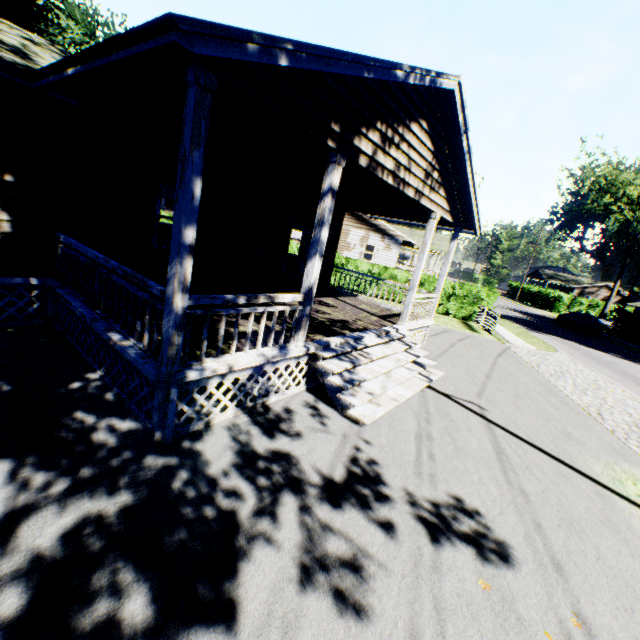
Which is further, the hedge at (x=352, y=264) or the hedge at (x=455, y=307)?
the hedge at (x=352, y=264)

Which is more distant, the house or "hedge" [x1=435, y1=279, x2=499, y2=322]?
"hedge" [x1=435, y1=279, x2=499, y2=322]

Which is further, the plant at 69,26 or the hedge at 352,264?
the hedge at 352,264

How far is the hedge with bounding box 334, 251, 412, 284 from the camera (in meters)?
21.16

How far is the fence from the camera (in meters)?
17.00

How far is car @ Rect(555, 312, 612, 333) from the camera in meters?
29.0

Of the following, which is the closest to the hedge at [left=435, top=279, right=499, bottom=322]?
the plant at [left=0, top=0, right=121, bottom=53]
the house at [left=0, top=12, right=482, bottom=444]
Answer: the house at [left=0, top=12, right=482, bottom=444]

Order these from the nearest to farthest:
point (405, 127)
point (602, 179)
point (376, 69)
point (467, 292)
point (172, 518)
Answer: point (172, 518), point (376, 69), point (405, 127), point (467, 292), point (602, 179)
